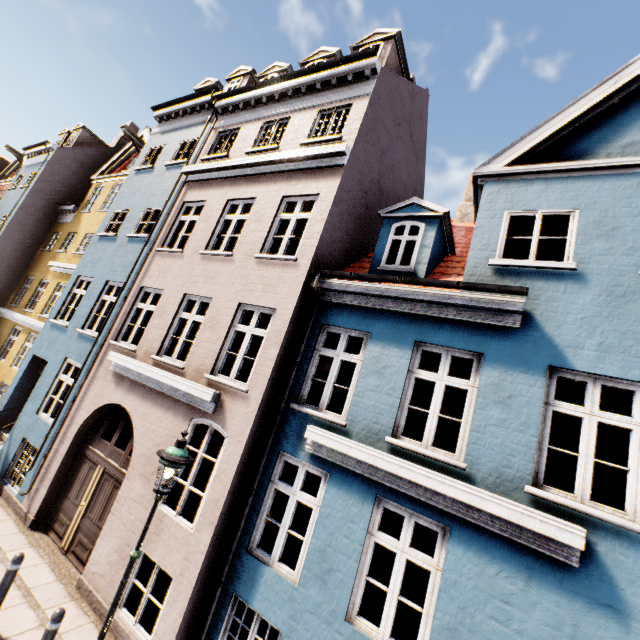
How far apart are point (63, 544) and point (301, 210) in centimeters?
956cm

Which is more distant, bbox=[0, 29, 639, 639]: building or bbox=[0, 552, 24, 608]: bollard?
bbox=[0, 552, 24, 608]: bollard

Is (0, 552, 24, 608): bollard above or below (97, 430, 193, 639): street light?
below

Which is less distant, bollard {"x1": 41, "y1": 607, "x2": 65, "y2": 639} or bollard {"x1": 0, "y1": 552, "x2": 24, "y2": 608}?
bollard {"x1": 41, "y1": 607, "x2": 65, "y2": 639}

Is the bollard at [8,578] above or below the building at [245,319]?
below

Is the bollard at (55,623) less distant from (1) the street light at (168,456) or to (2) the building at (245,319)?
(1) the street light at (168,456)

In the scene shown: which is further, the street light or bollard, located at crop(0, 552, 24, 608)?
bollard, located at crop(0, 552, 24, 608)

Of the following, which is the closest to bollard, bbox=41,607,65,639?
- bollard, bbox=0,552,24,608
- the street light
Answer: the street light
